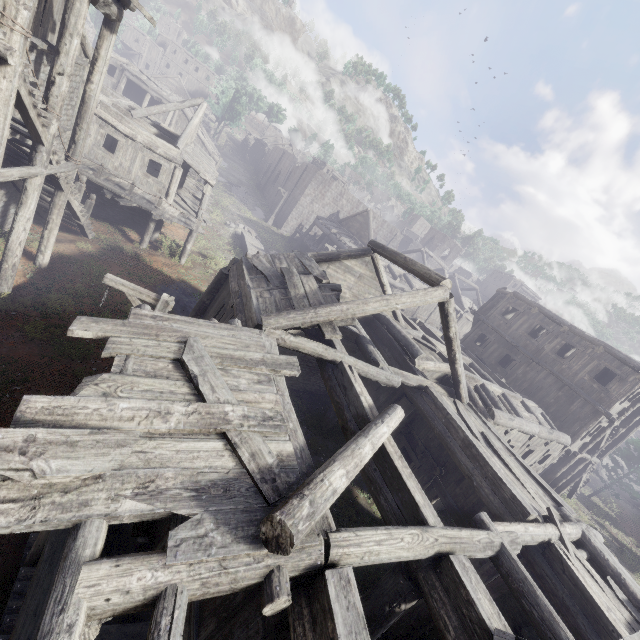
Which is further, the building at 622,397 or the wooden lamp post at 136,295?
the wooden lamp post at 136,295

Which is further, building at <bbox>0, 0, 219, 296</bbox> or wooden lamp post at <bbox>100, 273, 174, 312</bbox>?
building at <bbox>0, 0, 219, 296</bbox>

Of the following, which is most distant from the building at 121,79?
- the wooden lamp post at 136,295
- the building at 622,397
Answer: the wooden lamp post at 136,295

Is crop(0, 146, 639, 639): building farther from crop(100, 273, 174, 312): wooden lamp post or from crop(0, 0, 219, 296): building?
crop(100, 273, 174, 312): wooden lamp post

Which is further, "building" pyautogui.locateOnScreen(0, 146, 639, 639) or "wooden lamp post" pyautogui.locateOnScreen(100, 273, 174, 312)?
"wooden lamp post" pyautogui.locateOnScreen(100, 273, 174, 312)

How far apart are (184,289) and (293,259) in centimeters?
912cm

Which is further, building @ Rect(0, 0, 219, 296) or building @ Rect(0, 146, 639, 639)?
building @ Rect(0, 0, 219, 296)

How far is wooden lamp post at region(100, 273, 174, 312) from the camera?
7.4 meters
